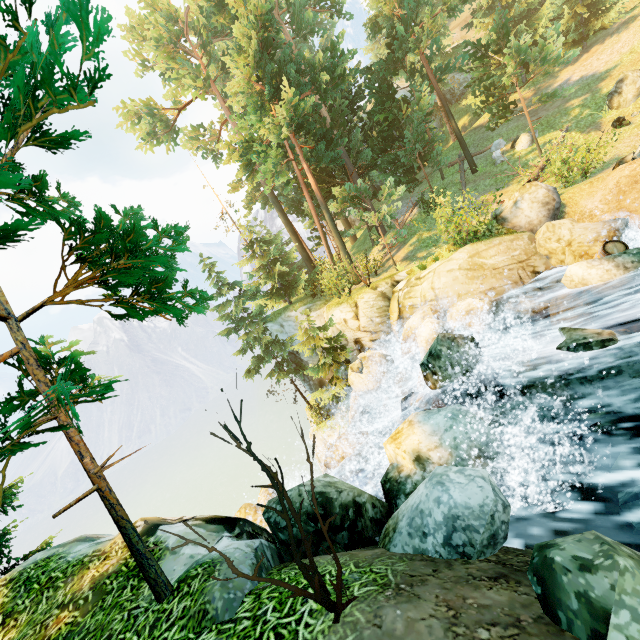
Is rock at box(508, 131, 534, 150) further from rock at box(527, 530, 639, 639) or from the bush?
the bush

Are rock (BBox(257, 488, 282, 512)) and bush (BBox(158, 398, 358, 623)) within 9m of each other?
yes

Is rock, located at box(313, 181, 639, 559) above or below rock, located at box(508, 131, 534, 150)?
below

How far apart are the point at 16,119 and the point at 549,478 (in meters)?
8.84

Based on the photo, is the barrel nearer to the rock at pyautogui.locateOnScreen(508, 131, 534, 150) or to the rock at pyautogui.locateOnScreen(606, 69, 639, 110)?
the rock at pyautogui.locateOnScreen(606, 69, 639, 110)

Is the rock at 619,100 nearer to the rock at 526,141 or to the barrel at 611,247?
the rock at 526,141

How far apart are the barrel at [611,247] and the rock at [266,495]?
11.8m
